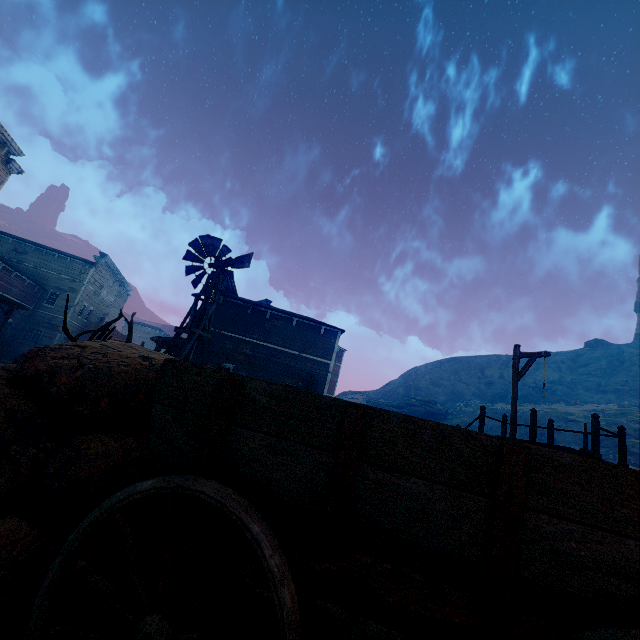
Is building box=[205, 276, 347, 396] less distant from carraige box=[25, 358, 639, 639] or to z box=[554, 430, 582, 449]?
z box=[554, 430, 582, 449]

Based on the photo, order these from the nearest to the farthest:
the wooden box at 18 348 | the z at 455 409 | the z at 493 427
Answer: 1. the wooden box at 18 348
2. the z at 493 427
3. the z at 455 409

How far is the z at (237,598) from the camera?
2.12m

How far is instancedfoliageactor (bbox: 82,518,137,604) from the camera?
2.03m

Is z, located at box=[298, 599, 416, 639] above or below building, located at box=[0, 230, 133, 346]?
below

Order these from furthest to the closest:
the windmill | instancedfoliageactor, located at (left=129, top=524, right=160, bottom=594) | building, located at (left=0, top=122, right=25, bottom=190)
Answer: building, located at (left=0, top=122, right=25, bottom=190), the windmill, instancedfoliageactor, located at (left=129, top=524, right=160, bottom=594)

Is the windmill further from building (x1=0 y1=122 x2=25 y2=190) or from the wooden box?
the wooden box

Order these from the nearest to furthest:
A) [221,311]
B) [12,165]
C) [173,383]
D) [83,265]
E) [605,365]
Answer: [173,383], [221,311], [12,165], [83,265], [605,365]
